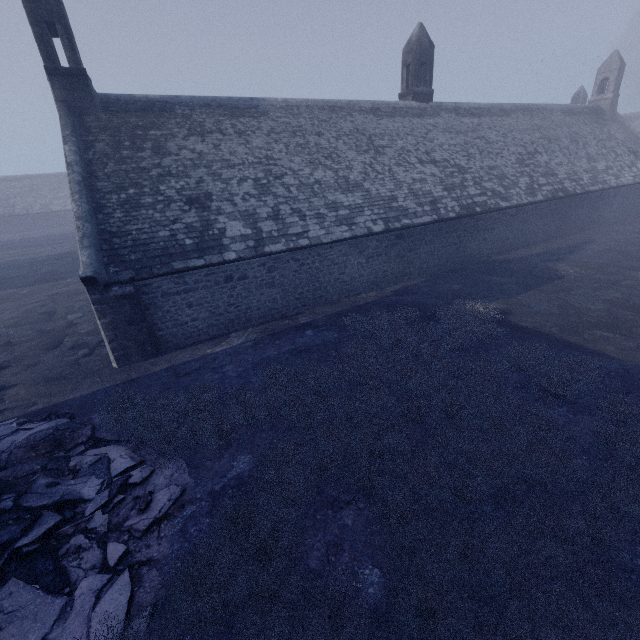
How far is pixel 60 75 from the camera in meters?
12.0
